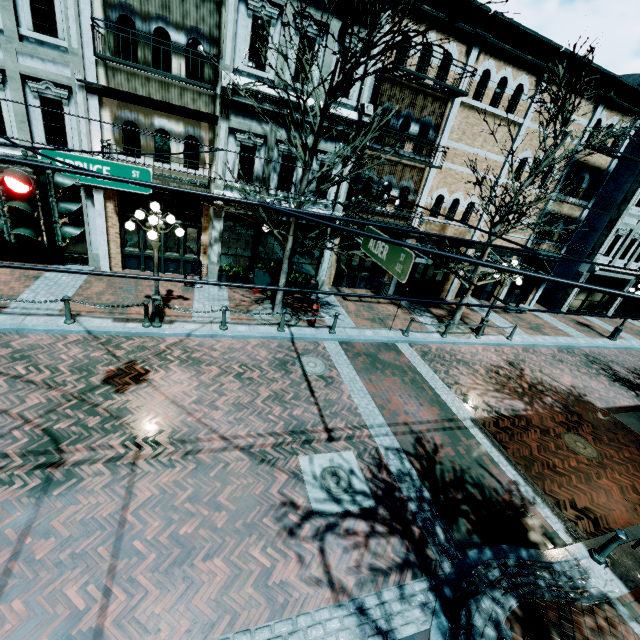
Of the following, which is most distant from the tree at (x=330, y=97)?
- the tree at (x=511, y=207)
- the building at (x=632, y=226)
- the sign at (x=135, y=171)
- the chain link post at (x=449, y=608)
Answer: the building at (x=632, y=226)

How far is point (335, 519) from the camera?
6.12m

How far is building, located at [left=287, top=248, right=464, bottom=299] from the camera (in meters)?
15.18

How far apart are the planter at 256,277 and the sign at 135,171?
7.3 meters

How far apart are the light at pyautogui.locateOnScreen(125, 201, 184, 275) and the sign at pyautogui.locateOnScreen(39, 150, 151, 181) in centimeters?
241cm

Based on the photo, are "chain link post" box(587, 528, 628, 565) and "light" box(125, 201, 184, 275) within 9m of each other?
no

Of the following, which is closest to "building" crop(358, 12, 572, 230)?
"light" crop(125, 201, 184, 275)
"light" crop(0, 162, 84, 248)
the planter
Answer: the planter

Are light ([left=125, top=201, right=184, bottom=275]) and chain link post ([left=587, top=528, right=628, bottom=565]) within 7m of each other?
no
